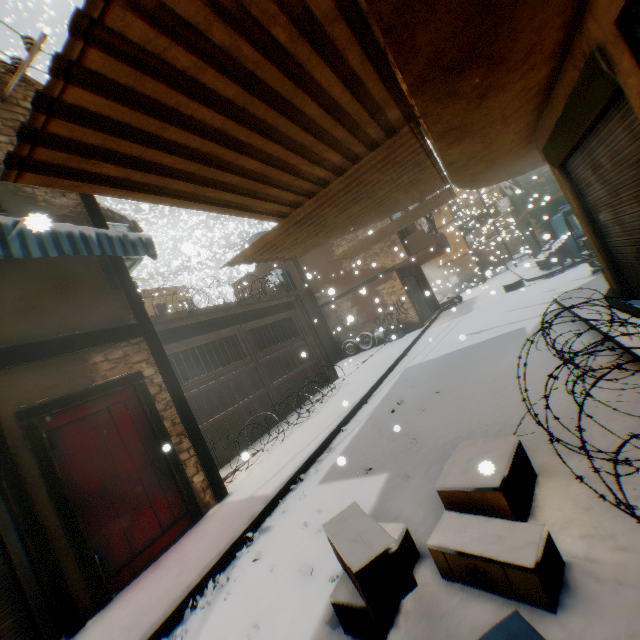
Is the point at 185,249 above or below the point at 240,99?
above

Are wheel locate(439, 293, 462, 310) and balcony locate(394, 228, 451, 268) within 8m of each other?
yes

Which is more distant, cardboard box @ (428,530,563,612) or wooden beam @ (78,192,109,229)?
wooden beam @ (78,192,109,229)

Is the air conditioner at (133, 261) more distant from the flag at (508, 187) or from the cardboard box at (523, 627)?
the cardboard box at (523, 627)

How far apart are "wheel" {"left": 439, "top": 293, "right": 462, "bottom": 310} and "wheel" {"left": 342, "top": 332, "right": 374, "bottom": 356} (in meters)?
3.91

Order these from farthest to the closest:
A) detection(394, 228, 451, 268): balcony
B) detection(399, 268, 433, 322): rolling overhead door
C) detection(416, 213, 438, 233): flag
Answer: detection(399, 268, 433, 322): rolling overhead door, detection(394, 228, 451, 268): balcony, detection(416, 213, 438, 233): flag

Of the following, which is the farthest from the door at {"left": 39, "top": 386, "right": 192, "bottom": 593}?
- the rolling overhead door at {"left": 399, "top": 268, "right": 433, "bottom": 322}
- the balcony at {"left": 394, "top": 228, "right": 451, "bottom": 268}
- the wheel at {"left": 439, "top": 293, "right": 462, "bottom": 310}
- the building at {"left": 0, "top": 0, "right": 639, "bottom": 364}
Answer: the wheel at {"left": 439, "top": 293, "right": 462, "bottom": 310}

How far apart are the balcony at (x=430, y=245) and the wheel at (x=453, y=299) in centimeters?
66cm
